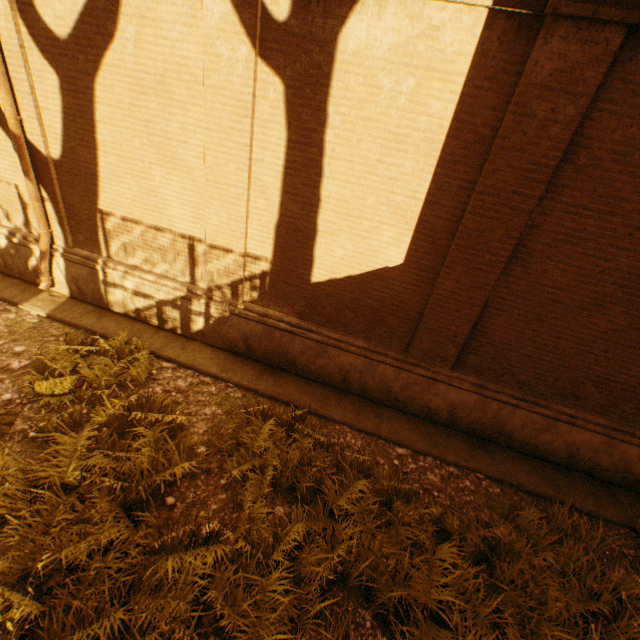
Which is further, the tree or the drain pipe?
the drain pipe

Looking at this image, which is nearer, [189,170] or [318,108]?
[318,108]

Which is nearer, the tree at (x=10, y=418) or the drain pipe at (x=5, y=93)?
the tree at (x=10, y=418)

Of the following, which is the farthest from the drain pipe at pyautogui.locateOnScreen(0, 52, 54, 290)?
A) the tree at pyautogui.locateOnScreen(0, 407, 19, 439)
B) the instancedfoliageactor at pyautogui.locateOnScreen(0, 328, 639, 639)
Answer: the tree at pyautogui.locateOnScreen(0, 407, 19, 439)

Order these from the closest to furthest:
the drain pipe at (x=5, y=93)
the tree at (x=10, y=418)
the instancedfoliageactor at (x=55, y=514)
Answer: the instancedfoliageactor at (x=55, y=514) < the tree at (x=10, y=418) < the drain pipe at (x=5, y=93)

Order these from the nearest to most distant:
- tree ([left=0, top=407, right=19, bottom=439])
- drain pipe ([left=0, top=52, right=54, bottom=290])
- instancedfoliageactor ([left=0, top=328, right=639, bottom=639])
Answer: instancedfoliageactor ([left=0, top=328, right=639, bottom=639]) → tree ([left=0, top=407, right=19, bottom=439]) → drain pipe ([left=0, top=52, right=54, bottom=290])

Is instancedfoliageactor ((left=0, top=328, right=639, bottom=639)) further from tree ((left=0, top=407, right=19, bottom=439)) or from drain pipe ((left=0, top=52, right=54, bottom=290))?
drain pipe ((left=0, top=52, right=54, bottom=290))
